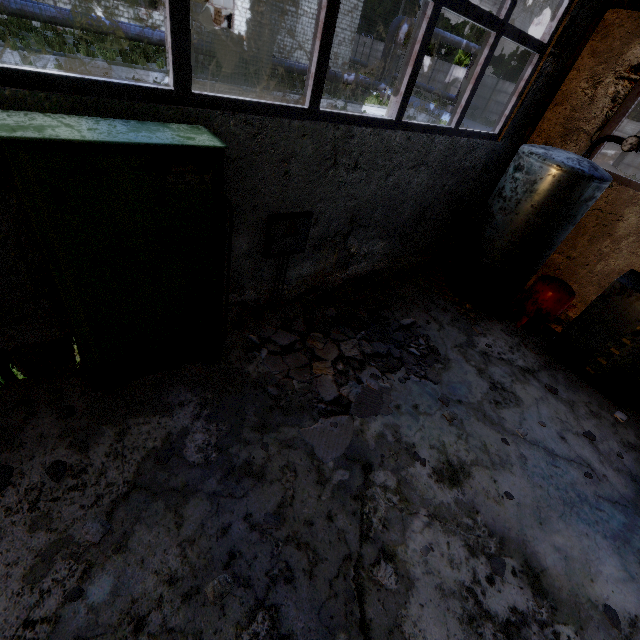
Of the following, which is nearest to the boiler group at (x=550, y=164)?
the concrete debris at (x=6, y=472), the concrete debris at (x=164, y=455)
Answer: the concrete debris at (x=164, y=455)

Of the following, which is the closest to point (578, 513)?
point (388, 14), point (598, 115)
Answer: point (598, 115)

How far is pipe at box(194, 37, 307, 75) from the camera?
17.7m

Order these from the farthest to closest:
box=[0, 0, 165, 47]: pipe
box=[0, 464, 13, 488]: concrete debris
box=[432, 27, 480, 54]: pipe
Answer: box=[432, 27, 480, 54]: pipe → box=[0, 0, 165, 47]: pipe → box=[0, 464, 13, 488]: concrete debris

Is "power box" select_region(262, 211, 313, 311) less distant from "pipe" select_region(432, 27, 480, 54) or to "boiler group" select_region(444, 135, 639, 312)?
"boiler group" select_region(444, 135, 639, 312)

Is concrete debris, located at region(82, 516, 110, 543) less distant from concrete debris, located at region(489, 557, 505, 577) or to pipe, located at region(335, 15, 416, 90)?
concrete debris, located at region(489, 557, 505, 577)

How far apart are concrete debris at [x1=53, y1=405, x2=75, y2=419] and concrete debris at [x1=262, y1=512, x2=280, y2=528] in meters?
2.2

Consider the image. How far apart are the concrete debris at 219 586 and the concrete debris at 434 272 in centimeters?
516cm
